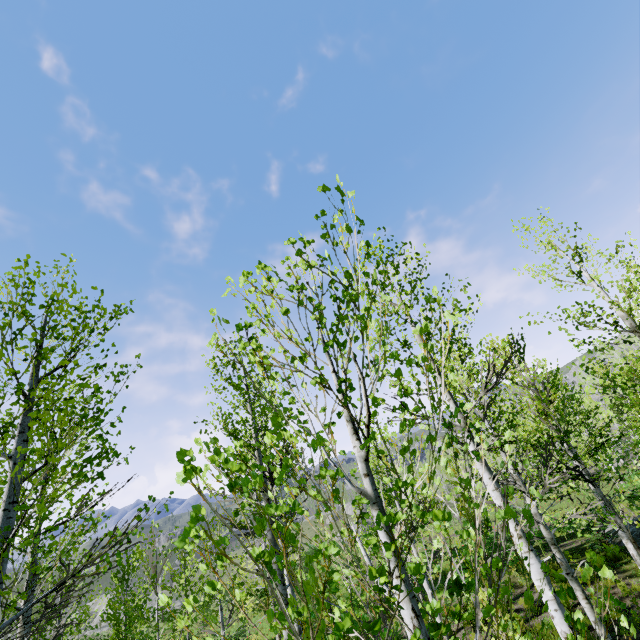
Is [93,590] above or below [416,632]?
above

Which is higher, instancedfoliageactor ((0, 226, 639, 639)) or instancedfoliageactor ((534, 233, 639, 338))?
instancedfoliageactor ((534, 233, 639, 338))

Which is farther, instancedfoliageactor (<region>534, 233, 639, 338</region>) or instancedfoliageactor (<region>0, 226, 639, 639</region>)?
instancedfoliageactor (<region>534, 233, 639, 338</region>)

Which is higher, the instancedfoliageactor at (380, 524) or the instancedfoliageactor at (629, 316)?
the instancedfoliageactor at (629, 316)

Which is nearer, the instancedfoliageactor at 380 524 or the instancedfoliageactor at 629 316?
the instancedfoliageactor at 380 524
